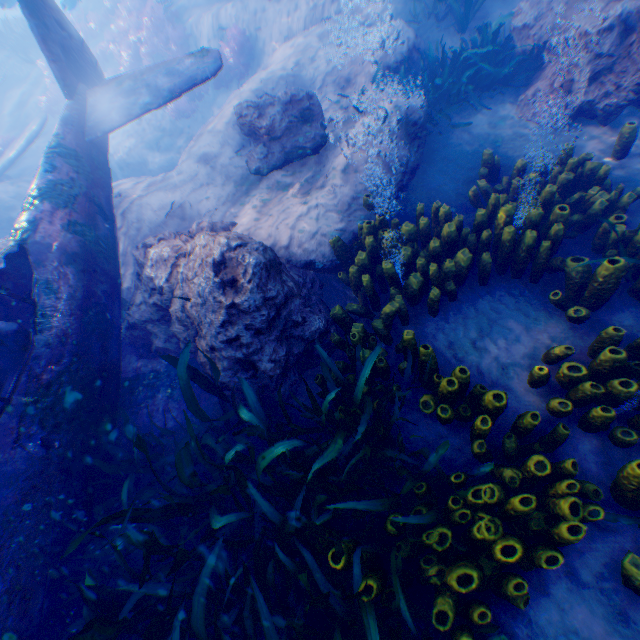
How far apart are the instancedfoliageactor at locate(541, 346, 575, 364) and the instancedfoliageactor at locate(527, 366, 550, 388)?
0.1m

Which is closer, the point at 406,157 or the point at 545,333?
the point at 545,333

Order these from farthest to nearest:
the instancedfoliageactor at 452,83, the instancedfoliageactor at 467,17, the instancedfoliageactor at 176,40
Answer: the instancedfoliageactor at 176,40 → the instancedfoliageactor at 467,17 → the instancedfoliageactor at 452,83

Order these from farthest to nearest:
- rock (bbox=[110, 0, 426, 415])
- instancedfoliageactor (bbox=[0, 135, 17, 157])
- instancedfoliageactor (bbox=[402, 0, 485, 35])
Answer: instancedfoliageactor (bbox=[0, 135, 17, 157]), instancedfoliageactor (bbox=[402, 0, 485, 35]), rock (bbox=[110, 0, 426, 415])

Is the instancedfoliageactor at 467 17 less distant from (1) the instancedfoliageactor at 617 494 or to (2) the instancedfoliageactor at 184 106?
(1) the instancedfoliageactor at 617 494

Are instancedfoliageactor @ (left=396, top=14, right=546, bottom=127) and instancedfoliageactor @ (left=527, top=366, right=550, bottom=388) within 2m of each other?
no

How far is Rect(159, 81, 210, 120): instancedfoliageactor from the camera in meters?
11.7 m
